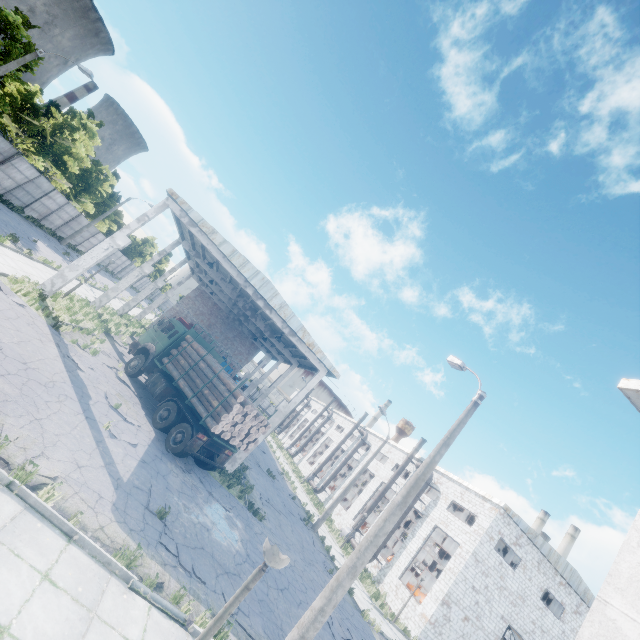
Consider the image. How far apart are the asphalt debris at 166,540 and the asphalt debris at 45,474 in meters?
2.7 m

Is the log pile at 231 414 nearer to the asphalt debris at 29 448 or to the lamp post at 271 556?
the asphalt debris at 29 448

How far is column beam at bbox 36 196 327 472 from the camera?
15.90m

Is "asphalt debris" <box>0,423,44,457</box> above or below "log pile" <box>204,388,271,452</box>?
below

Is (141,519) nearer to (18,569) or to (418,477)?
(18,569)

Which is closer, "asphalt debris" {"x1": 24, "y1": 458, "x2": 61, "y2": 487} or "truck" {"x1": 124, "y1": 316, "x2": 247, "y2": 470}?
"asphalt debris" {"x1": 24, "y1": 458, "x2": 61, "y2": 487}

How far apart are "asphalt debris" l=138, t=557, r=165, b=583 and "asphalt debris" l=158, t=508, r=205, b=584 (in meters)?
0.79

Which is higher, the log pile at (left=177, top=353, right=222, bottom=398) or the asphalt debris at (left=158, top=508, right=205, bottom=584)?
the log pile at (left=177, top=353, right=222, bottom=398)
